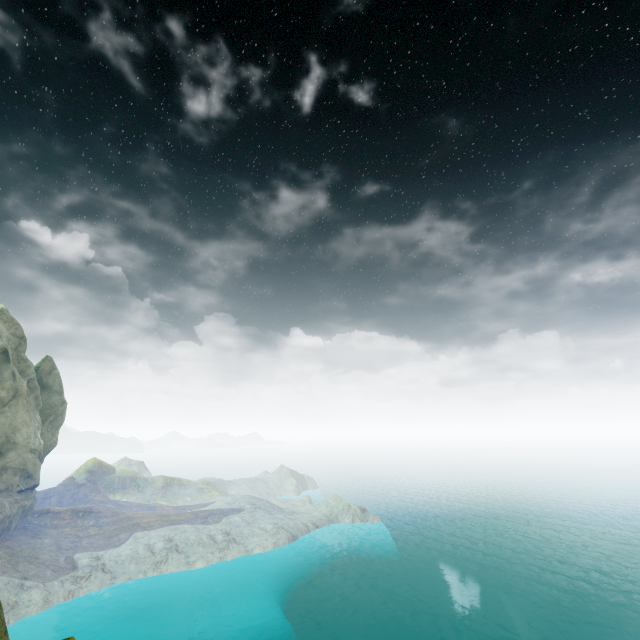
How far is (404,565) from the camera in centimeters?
5134cm
